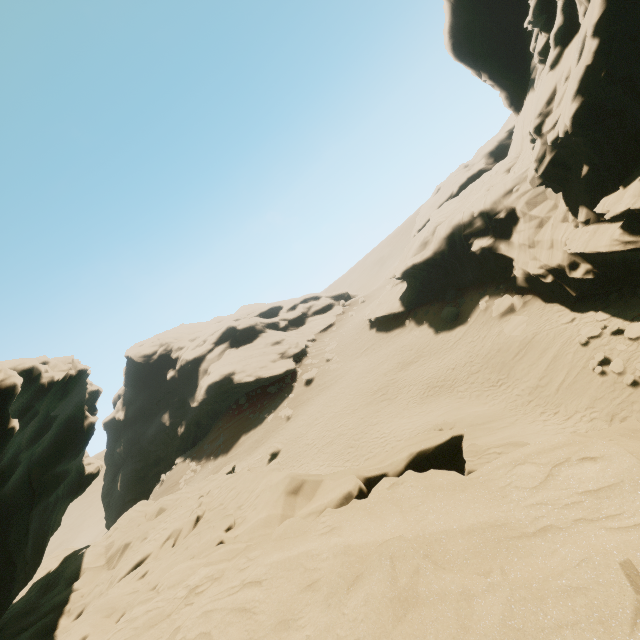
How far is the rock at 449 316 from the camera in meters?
27.6 m

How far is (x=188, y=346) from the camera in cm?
5403

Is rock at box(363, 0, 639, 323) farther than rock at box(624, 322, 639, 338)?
No

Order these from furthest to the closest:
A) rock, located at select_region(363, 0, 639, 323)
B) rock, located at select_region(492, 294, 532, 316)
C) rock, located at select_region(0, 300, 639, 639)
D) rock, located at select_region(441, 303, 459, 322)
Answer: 1. rock, located at select_region(441, 303, 459, 322)
2. rock, located at select_region(492, 294, 532, 316)
3. rock, located at select_region(363, 0, 639, 323)
4. rock, located at select_region(0, 300, 639, 639)

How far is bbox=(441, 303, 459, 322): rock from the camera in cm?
2761

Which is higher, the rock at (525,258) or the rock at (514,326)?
the rock at (525,258)
